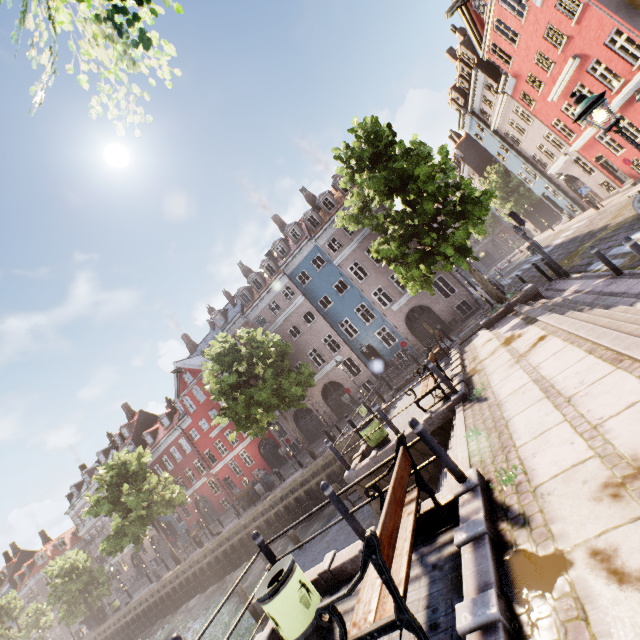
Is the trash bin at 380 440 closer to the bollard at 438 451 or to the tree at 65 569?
the bollard at 438 451

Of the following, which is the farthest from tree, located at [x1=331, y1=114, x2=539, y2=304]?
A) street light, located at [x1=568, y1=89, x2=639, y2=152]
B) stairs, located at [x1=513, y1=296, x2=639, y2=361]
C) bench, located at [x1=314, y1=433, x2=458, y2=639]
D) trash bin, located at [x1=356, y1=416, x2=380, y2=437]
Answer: trash bin, located at [x1=356, y1=416, x2=380, y2=437]

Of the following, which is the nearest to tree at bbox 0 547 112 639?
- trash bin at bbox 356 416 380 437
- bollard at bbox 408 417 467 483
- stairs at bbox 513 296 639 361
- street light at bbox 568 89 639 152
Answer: stairs at bbox 513 296 639 361

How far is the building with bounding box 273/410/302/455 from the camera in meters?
30.8

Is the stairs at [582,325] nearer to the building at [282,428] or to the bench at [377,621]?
the bench at [377,621]

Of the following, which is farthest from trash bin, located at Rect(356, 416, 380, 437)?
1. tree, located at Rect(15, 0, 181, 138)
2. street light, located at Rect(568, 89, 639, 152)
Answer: street light, located at Rect(568, 89, 639, 152)

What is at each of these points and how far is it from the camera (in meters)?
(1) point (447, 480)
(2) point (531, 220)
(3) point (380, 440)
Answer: (1) stairs, 6.71
(2) building, 39.91
(3) trash bin, 9.86

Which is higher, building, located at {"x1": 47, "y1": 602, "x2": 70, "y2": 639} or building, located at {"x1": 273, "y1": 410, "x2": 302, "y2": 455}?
building, located at {"x1": 273, "y1": 410, "x2": 302, "y2": 455}
